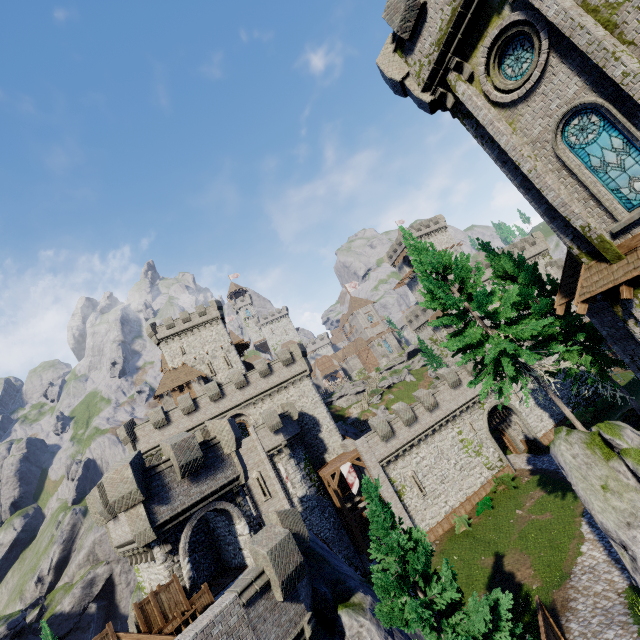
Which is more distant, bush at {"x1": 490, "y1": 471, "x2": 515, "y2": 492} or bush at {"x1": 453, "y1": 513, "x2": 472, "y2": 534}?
bush at {"x1": 490, "y1": 471, "x2": 515, "y2": 492}

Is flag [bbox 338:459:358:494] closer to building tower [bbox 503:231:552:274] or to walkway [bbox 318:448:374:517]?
walkway [bbox 318:448:374:517]

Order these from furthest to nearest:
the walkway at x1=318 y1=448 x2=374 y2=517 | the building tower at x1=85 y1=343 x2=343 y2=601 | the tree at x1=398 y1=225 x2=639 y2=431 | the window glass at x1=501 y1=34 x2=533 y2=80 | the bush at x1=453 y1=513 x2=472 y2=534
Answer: the walkway at x1=318 y1=448 x2=374 y2=517
the bush at x1=453 y1=513 x2=472 y2=534
the tree at x1=398 y1=225 x2=639 y2=431
the building tower at x1=85 y1=343 x2=343 y2=601
the window glass at x1=501 y1=34 x2=533 y2=80

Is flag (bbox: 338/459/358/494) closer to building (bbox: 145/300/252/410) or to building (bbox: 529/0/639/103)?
building (bbox: 145/300/252/410)

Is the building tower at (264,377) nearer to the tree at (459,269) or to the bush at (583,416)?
the tree at (459,269)

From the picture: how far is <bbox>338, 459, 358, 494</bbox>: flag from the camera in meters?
30.3 m

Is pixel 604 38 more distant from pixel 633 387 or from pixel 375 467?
pixel 633 387

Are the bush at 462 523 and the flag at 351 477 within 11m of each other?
yes
